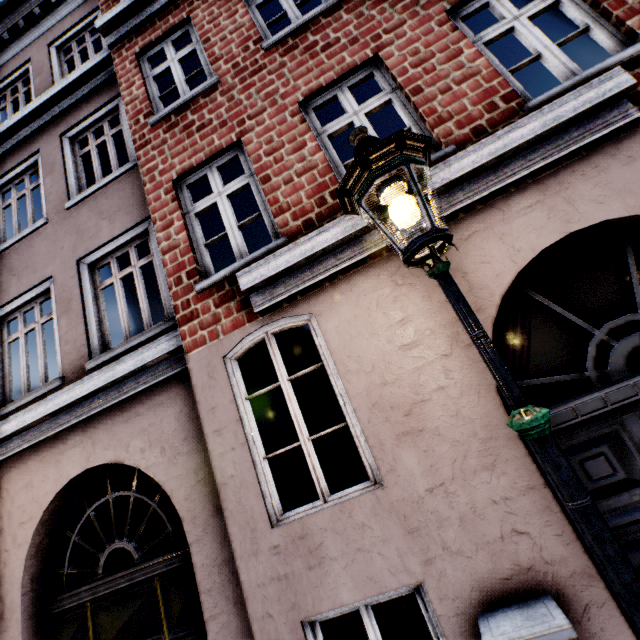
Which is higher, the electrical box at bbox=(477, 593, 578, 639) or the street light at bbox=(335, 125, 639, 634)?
the street light at bbox=(335, 125, 639, 634)

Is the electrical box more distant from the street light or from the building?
the street light

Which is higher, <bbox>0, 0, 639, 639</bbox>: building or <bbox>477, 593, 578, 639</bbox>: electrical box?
<bbox>0, 0, 639, 639</bbox>: building

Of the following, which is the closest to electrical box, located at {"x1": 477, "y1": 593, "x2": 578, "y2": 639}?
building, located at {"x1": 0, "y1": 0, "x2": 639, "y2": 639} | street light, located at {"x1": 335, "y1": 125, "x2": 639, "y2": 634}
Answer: building, located at {"x1": 0, "y1": 0, "x2": 639, "y2": 639}

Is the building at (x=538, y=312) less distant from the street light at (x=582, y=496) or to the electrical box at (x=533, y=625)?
the electrical box at (x=533, y=625)

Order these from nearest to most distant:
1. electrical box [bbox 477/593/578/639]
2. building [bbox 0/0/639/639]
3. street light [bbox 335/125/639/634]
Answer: → street light [bbox 335/125/639/634], electrical box [bbox 477/593/578/639], building [bbox 0/0/639/639]

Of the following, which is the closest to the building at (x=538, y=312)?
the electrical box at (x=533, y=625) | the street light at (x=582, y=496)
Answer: the electrical box at (x=533, y=625)

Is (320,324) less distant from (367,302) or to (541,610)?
(367,302)
